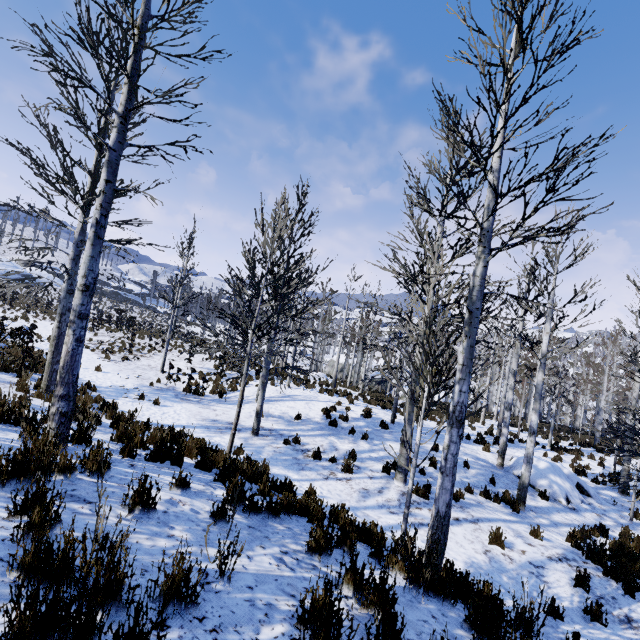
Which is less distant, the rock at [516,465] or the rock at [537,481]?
the rock at [537,481]

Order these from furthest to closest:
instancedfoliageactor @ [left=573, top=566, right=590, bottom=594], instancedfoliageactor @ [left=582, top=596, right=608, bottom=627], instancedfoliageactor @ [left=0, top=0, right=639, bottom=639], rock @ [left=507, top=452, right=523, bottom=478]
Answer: rock @ [left=507, top=452, right=523, bottom=478]
instancedfoliageactor @ [left=573, top=566, right=590, bottom=594]
instancedfoliageactor @ [left=582, top=596, right=608, bottom=627]
instancedfoliageactor @ [left=0, top=0, right=639, bottom=639]

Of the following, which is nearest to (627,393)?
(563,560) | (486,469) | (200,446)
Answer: (486,469)

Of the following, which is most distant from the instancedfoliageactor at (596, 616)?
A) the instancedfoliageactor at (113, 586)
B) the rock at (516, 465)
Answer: the rock at (516, 465)

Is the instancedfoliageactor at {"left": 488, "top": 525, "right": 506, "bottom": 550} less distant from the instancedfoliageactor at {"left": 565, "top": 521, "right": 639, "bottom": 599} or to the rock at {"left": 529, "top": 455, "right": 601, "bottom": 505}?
the instancedfoliageactor at {"left": 565, "top": 521, "right": 639, "bottom": 599}

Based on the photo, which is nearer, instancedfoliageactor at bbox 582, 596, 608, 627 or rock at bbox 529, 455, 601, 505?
instancedfoliageactor at bbox 582, 596, 608, 627

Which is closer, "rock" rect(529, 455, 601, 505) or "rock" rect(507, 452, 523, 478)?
"rock" rect(529, 455, 601, 505)

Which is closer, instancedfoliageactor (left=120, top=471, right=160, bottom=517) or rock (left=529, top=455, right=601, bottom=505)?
instancedfoliageactor (left=120, top=471, right=160, bottom=517)
